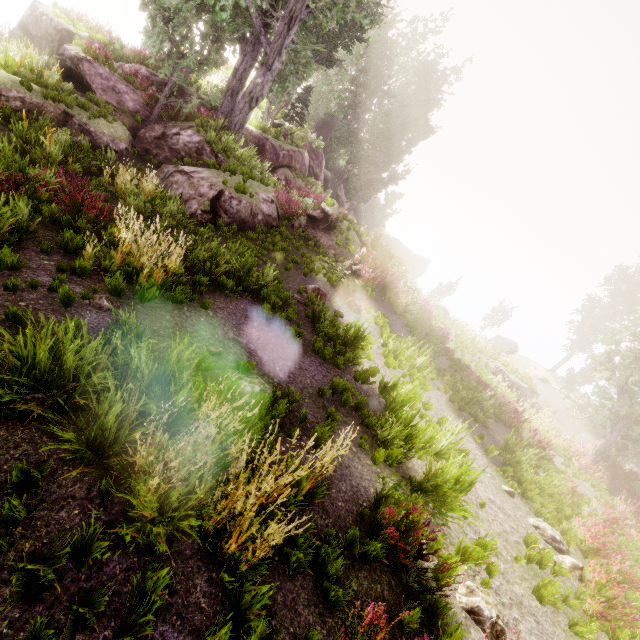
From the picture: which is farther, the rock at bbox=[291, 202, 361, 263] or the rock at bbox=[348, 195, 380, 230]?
the rock at bbox=[348, 195, 380, 230]

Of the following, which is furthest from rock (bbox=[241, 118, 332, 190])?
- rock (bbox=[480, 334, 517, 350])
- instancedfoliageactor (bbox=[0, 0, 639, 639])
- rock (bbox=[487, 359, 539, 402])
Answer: rock (bbox=[480, 334, 517, 350])

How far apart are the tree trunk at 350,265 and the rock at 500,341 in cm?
3227

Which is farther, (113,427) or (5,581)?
(113,427)

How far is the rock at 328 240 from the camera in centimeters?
1512cm

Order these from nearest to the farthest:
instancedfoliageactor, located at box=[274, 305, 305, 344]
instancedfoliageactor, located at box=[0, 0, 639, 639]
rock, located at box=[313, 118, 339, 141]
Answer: instancedfoliageactor, located at box=[0, 0, 639, 639]
instancedfoliageactor, located at box=[274, 305, 305, 344]
rock, located at box=[313, 118, 339, 141]

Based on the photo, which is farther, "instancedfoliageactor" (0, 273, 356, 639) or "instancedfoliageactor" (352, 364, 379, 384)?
"instancedfoliageactor" (352, 364, 379, 384)

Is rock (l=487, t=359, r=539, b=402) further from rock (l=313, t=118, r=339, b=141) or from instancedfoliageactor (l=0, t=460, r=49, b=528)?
rock (l=313, t=118, r=339, b=141)
